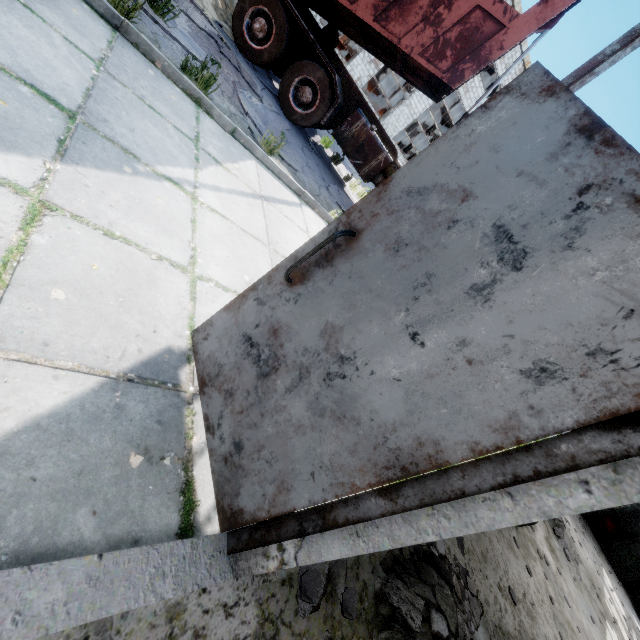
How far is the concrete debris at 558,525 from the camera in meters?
8.0 m

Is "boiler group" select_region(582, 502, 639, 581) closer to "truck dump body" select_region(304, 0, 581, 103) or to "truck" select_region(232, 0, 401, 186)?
"truck" select_region(232, 0, 401, 186)

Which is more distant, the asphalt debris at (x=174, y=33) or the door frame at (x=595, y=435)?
the asphalt debris at (x=174, y=33)

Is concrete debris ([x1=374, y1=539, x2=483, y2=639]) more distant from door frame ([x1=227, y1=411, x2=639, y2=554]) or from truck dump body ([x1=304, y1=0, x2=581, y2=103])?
truck dump body ([x1=304, y1=0, x2=581, y2=103])

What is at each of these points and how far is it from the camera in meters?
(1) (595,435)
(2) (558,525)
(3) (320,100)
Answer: (1) door frame, 0.9
(2) concrete debris, 8.3
(3) truck, 7.4

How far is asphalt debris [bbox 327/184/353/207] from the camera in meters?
7.7

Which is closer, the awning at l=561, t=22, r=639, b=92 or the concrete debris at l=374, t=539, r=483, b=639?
the awning at l=561, t=22, r=639, b=92

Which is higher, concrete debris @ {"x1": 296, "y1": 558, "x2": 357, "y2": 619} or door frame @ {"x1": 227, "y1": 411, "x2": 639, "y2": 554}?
door frame @ {"x1": 227, "y1": 411, "x2": 639, "y2": 554}
